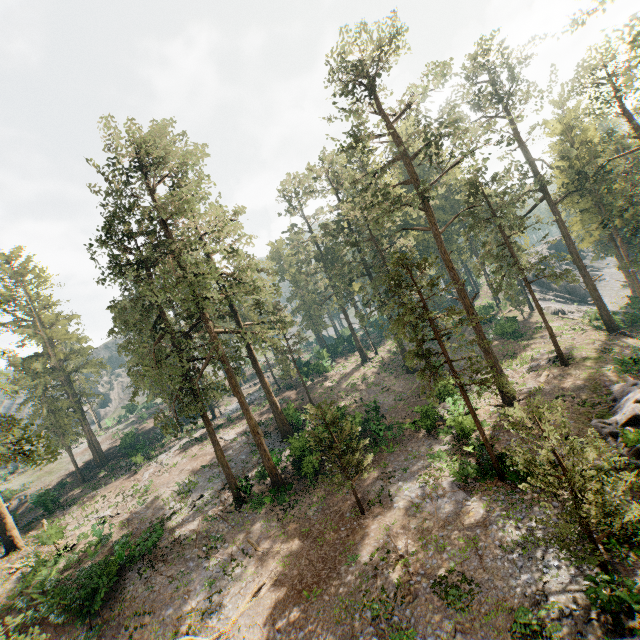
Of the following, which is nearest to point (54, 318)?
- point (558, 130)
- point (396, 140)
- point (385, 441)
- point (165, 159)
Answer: point (165, 159)

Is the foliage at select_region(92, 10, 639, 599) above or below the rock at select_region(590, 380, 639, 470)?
above

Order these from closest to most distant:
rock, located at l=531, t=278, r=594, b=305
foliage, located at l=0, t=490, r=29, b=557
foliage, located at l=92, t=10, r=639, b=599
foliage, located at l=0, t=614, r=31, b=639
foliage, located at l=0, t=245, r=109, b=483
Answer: foliage, located at l=0, t=614, r=31, b=639 → foliage, located at l=0, t=245, r=109, b=483 → foliage, located at l=92, t=10, r=639, b=599 → foliage, located at l=0, t=490, r=29, b=557 → rock, located at l=531, t=278, r=594, b=305

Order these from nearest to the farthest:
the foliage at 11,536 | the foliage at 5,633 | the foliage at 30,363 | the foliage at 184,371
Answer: the foliage at 5,633 → the foliage at 30,363 → the foliage at 184,371 → the foliage at 11,536

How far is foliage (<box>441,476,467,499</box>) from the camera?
18.0 meters

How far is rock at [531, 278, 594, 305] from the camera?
55.2 meters

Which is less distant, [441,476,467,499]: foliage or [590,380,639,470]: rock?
[590,380,639,470]: rock

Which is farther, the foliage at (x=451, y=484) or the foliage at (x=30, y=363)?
the foliage at (x=451, y=484)
